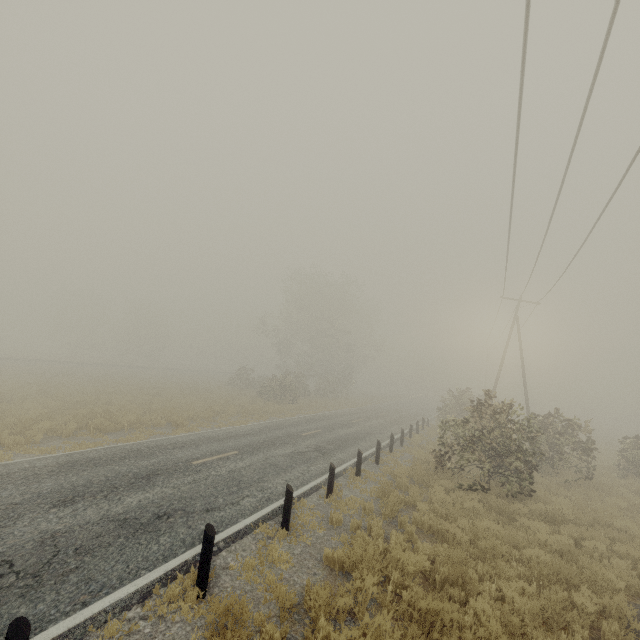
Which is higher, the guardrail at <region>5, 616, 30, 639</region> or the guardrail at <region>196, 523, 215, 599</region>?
the guardrail at <region>5, 616, 30, 639</region>

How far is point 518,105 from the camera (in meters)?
7.40

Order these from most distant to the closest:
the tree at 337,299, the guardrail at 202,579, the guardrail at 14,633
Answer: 1. the tree at 337,299
2. the guardrail at 202,579
3. the guardrail at 14,633

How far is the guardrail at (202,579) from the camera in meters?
5.2

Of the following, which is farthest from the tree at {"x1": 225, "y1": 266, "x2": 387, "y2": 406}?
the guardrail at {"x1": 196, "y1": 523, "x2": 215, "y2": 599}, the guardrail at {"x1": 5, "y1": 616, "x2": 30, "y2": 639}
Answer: the guardrail at {"x1": 5, "y1": 616, "x2": 30, "y2": 639}

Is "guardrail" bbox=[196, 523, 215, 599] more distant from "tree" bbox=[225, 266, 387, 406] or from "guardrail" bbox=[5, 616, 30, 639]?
"tree" bbox=[225, 266, 387, 406]
